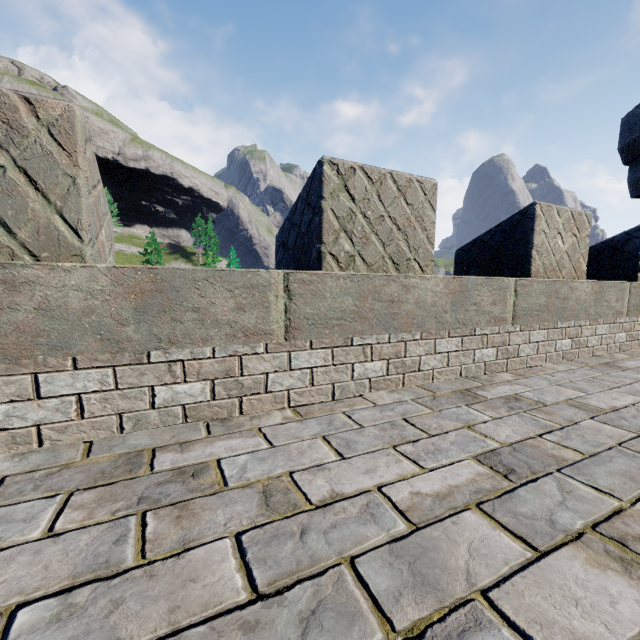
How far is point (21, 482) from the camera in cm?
154
